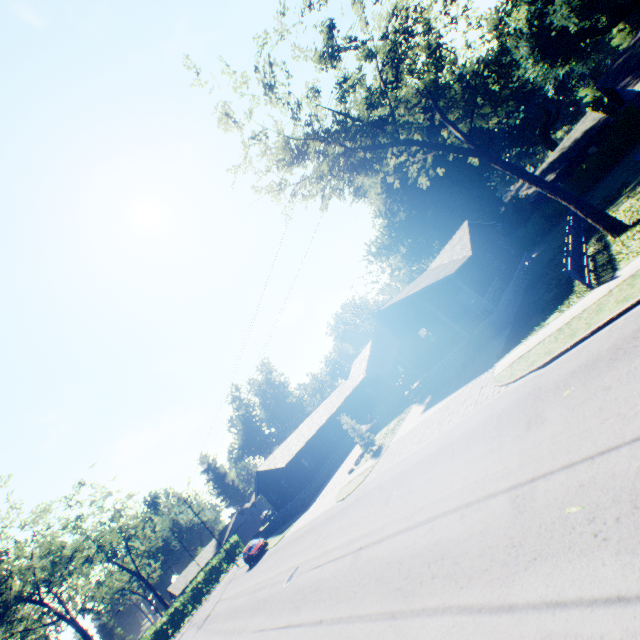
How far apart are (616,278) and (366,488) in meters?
15.3 m

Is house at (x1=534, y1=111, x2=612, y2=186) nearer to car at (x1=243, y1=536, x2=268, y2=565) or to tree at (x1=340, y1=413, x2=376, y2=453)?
tree at (x1=340, y1=413, x2=376, y2=453)

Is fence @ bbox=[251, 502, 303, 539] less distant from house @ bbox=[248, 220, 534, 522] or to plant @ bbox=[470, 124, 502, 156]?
house @ bbox=[248, 220, 534, 522]

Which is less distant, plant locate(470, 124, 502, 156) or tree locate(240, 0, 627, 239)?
tree locate(240, 0, 627, 239)

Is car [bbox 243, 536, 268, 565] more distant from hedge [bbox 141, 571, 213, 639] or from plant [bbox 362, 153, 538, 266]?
plant [bbox 362, 153, 538, 266]

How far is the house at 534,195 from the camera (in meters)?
44.25

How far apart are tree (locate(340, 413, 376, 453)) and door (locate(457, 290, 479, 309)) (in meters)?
12.80

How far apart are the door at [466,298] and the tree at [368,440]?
12.8 meters
